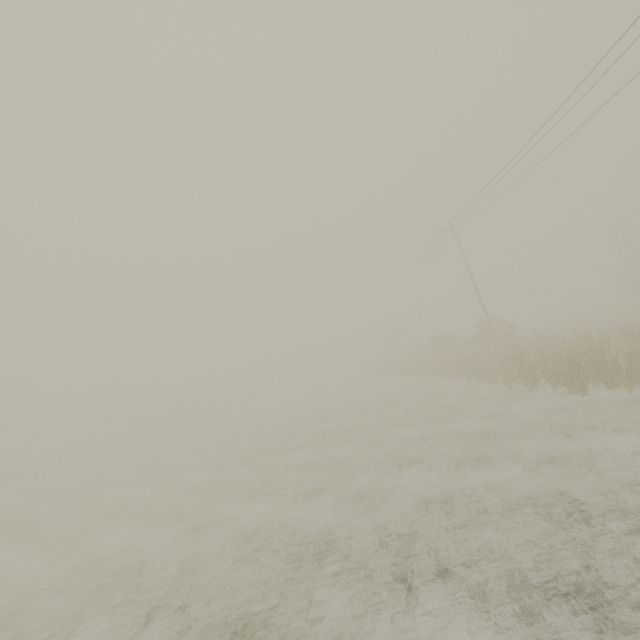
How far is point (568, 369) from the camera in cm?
1230
